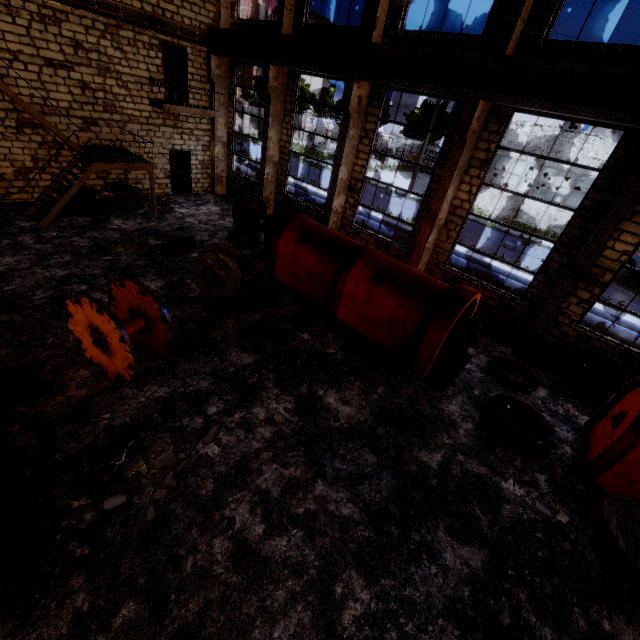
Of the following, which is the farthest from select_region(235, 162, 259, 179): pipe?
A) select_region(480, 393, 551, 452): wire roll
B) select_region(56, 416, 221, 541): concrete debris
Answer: select_region(56, 416, 221, 541): concrete debris

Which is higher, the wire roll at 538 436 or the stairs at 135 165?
the stairs at 135 165

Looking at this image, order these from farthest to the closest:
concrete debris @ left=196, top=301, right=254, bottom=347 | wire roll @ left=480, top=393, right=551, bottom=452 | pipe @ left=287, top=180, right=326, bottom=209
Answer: pipe @ left=287, top=180, right=326, bottom=209 < concrete debris @ left=196, top=301, right=254, bottom=347 < wire roll @ left=480, top=393, right=551, bottom=452

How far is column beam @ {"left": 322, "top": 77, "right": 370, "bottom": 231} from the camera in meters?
11.5 m

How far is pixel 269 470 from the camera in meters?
5.8 m

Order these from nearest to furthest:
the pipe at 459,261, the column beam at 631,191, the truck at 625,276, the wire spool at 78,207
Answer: the column beam at 631,191, the wire spool at 78,207, the pipe at 459,261, the truck at 625,276

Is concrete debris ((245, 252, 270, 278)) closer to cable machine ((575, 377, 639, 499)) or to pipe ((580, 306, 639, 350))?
pipe ((580, 306, 639, 350))

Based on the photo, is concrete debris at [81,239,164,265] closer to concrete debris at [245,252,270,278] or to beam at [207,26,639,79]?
concrete debris at [245,252,270,278]
